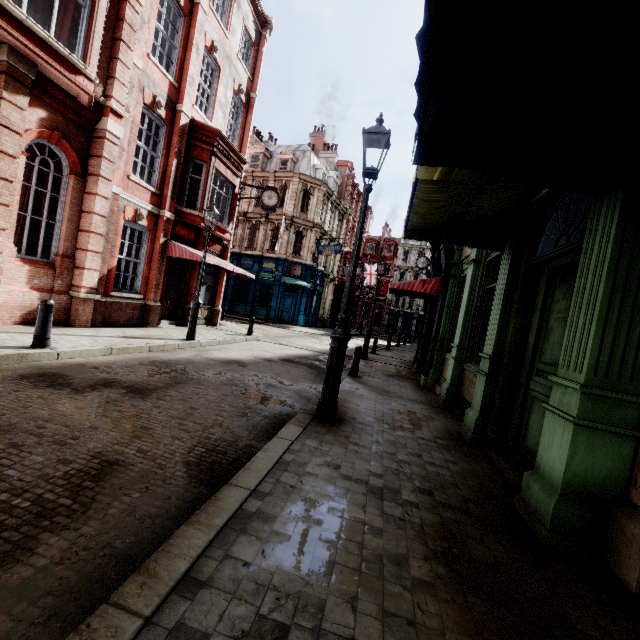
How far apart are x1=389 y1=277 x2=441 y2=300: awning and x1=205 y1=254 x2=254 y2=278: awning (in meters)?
7.02

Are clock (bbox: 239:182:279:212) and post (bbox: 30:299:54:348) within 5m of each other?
no

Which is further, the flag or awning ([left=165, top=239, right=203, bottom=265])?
the flag

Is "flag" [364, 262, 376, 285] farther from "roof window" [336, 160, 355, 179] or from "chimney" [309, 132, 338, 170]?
"chimney" [309, 132, 338, 170]

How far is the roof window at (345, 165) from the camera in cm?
3978

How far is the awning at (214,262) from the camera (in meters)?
13.35

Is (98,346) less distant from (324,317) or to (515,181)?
(515,181)

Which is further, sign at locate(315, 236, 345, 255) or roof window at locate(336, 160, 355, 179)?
roof window at locate(336, 160, 355, 179)
